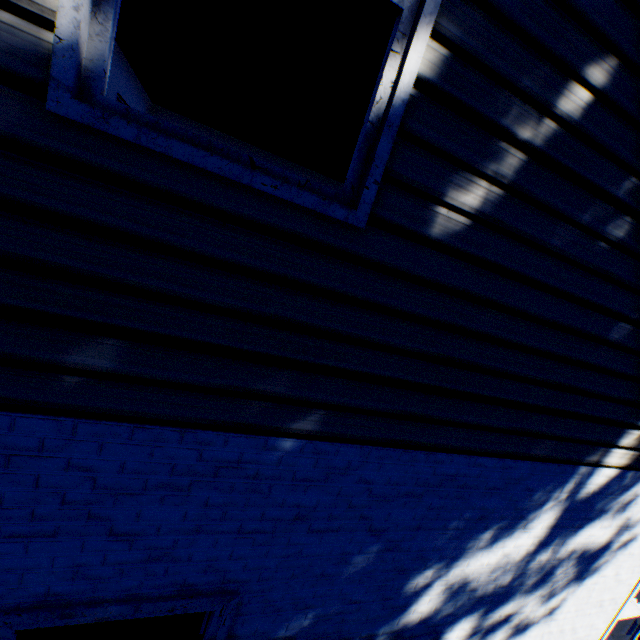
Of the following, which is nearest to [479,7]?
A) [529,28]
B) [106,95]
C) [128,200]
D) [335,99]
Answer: [529,28]
